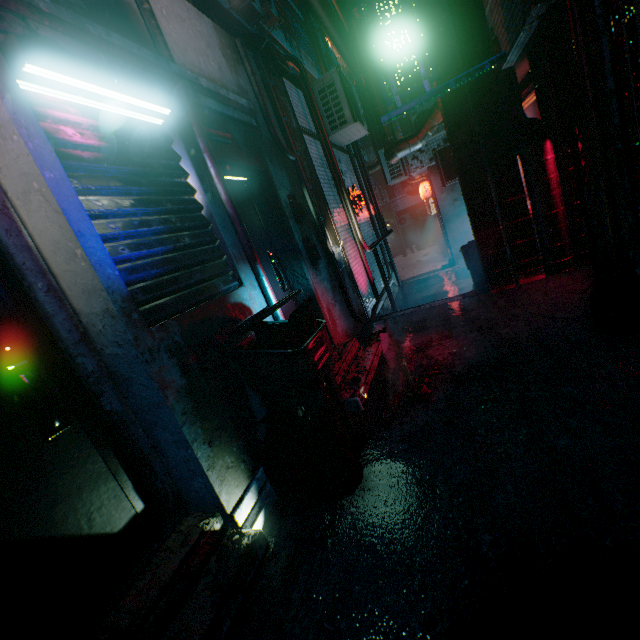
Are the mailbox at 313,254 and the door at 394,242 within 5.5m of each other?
no

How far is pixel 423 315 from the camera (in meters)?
4.44

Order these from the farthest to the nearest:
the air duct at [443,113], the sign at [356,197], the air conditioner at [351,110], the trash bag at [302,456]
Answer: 1. the sign at [356,197]
2. the air conditioner at [351,110]
3. the air duct at [443,113]
4. the trash bag at [302,456]

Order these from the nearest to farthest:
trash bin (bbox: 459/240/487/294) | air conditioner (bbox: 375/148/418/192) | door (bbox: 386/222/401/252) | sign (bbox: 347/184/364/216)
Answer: trash bin (bbox: 459/240/487/294) → sign (bbox: 347/184/364/216) → air conditioner (bbox: 375/148/418/192) → door (bbox: 386/222/401/252)

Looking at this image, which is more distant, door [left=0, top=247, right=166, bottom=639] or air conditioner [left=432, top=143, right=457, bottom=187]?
air conditioner [left=432, top=143, right=457, bottom=187]

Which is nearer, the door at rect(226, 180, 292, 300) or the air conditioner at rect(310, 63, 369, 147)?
the door at rect(226, 180, 292, 300)

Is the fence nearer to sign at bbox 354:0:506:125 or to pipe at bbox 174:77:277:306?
sign at bbox 354:0:506:125

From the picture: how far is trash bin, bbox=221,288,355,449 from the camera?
2.02m
